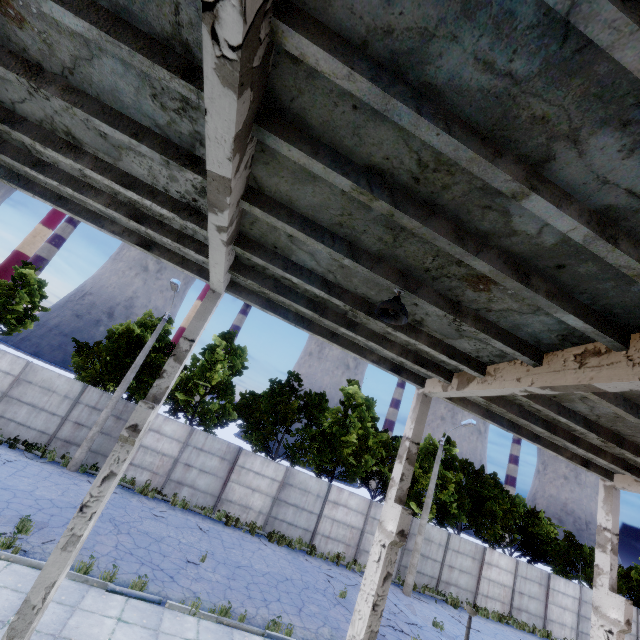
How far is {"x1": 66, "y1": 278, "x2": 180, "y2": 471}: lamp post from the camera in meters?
15.7 m

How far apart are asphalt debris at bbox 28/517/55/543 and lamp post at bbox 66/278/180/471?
6.0 meters

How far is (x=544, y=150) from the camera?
3.0 meters

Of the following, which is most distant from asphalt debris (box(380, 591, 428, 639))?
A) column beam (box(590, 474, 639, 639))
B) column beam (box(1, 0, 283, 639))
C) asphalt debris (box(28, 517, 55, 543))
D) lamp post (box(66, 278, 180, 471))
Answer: lamp post (box(66, 278, 180, 471))

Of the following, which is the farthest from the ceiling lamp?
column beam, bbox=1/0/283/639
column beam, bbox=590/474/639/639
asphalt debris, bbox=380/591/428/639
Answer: asphalt debris, bbox=380/591/428/639

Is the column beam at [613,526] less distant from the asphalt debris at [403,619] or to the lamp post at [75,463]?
the asphalt debris at [403,619]

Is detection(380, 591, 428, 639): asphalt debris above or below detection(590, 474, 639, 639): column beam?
below

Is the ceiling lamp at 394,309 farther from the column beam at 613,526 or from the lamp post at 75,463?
the lamp post at 75,463
